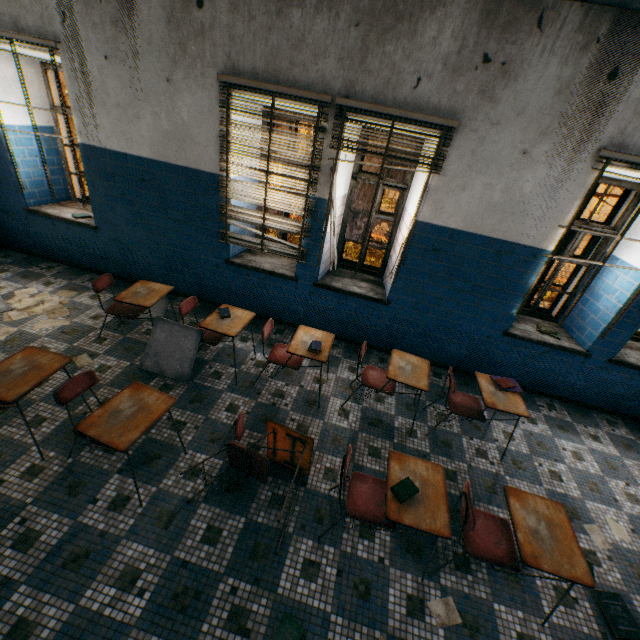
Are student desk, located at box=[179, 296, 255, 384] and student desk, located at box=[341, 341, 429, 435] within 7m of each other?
yes

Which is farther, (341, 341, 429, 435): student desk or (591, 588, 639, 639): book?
(341, 341, 429, 435): student desk

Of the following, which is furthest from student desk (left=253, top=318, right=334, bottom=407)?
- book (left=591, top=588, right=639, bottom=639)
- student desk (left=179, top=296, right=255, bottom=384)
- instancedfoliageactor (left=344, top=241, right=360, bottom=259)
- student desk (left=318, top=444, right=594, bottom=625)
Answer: instancedfoliageactor (left=344, top=241, right=360, bottom=259)

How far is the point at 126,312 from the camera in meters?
4.0

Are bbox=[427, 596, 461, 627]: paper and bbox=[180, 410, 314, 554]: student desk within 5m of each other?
yes

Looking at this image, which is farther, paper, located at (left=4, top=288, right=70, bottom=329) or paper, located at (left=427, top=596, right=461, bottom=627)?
paper, located at (left=4, top=288, right=70, bottom=329)

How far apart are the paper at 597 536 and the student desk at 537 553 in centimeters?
124cm

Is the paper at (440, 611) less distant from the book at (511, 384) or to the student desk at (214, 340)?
the book at (511, 384)
